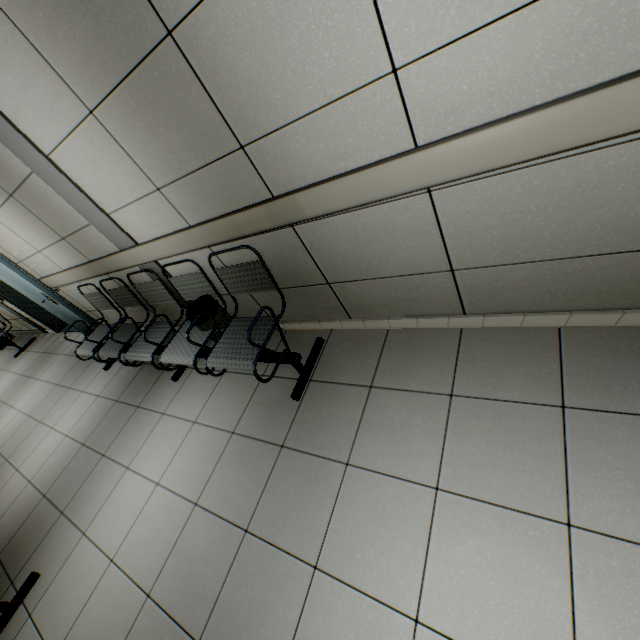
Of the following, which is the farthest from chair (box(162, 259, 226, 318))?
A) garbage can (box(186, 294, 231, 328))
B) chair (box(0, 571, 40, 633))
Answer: chair (box(0, 571, 40, 633))

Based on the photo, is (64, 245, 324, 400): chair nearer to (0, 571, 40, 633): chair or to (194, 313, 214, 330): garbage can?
(194, 313, 214, 330): garbage can

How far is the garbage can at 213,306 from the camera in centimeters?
256cm

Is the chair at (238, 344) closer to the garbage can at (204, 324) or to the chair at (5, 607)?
the garbage can at (204, 324)

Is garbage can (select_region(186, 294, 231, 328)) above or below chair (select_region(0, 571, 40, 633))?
above

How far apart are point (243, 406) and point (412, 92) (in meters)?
2.26

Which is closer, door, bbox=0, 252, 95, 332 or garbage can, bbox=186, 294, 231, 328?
garbage can, bbox=186, 294, 231, 328
